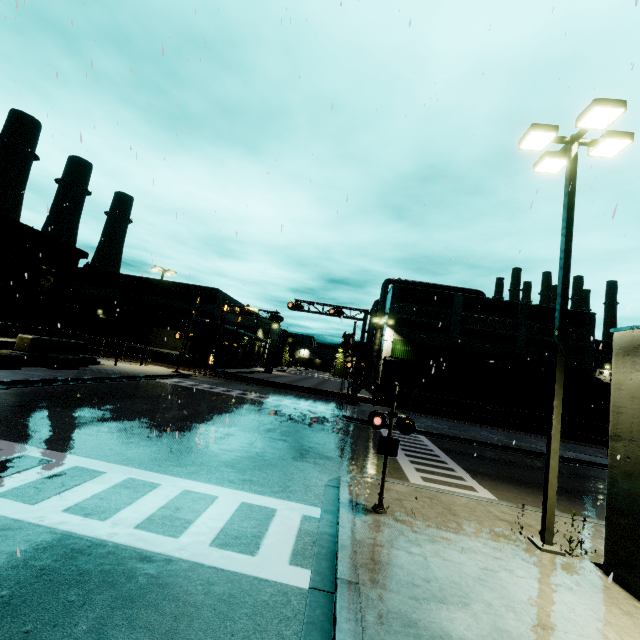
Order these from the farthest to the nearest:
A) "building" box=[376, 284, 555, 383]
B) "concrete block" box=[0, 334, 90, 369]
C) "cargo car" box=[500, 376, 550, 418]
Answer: "building" box=[376, 284, 555, 383] < "cargo car" box=[500, 376, 550, 418] < "concrete block" box=[0, 334, 90, 369]

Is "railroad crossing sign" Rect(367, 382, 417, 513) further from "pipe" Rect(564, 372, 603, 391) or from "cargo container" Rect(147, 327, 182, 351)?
"pipe" Rect(564, 372, 603, 391)

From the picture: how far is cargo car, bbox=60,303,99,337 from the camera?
39.25m

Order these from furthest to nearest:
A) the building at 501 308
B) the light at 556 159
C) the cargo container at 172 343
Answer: the building at 501 308 < the cargo container at 172 343 < the light at 556 159

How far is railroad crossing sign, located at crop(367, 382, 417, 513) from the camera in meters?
7.4 m

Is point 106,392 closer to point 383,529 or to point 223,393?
point 223,393

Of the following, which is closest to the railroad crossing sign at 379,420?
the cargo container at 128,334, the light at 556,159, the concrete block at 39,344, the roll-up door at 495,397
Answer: the light at 556,159

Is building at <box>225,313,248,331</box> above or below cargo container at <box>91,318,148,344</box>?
above
